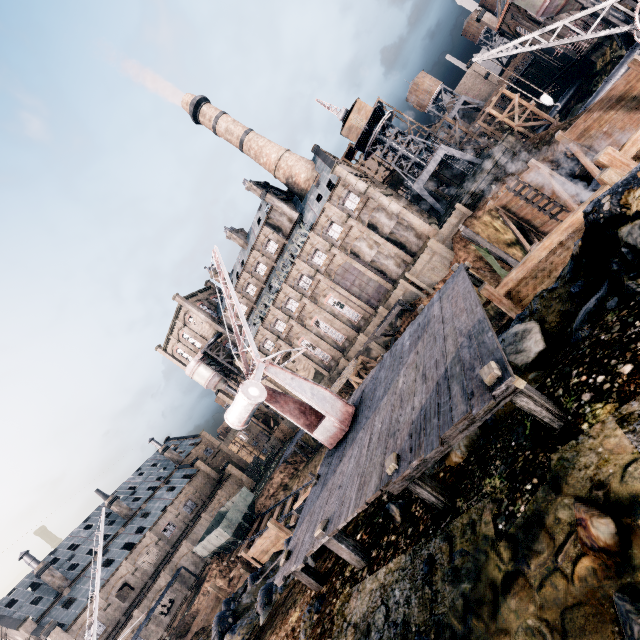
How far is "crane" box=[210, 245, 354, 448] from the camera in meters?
11.6 m

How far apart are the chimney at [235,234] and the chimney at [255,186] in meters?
7.5 m

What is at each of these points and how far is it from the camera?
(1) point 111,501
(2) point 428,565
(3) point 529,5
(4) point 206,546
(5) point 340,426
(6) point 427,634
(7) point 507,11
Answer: (1) chimney, 55.03m
(2) stone debris, 5.93m
(3) silo, 33.78m
(4) rail car container, 36.12m
(5) crane, 12.70m
(6) stone debris, 5.04m
(7) building, 46.31m

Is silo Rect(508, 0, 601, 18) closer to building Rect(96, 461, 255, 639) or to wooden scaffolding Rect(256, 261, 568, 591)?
wooden scaffolding Rect(256, 261, 568, 591)

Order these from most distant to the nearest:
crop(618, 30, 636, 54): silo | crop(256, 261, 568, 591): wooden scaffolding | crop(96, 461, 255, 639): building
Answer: crop(96, 461, 255, 639): building < crop(618, 30, 636, 54): silo < crop(256, 261, 568, 591): wooden scaffolding

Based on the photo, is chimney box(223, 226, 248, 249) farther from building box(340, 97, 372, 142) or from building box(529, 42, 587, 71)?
building box(529, 42, 587, 71)

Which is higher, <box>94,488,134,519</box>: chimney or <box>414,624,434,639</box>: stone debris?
<box>94,488,134,519</box>: chimney

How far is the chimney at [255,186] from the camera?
52.69m
